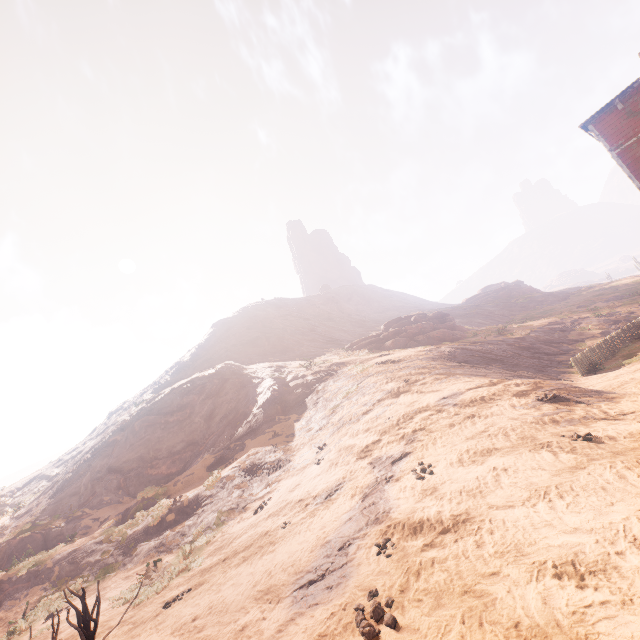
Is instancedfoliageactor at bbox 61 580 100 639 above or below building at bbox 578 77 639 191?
below

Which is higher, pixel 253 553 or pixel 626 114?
pixel 626 114

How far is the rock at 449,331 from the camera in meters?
30.0

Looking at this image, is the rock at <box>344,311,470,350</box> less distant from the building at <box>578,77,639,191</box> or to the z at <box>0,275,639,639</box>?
the z at <box>0,275,639,639</box>

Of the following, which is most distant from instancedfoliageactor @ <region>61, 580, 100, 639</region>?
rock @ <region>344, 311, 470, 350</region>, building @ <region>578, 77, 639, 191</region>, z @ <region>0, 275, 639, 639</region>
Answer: rock @ <region>344, 311, 470, 350</region>

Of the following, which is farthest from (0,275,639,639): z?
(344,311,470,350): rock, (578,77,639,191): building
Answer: (344,311,470,350): rock

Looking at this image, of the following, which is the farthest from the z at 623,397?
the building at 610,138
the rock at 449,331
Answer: the rock at 449,331

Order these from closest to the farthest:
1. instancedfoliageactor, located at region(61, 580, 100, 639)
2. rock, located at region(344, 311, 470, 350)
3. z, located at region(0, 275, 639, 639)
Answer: z, located at region(0, 275, 639, 639)
instancedfoliageactor, located at region(61, 580, 100, 639)
rock, located at region(344, 311, 470, 350)
